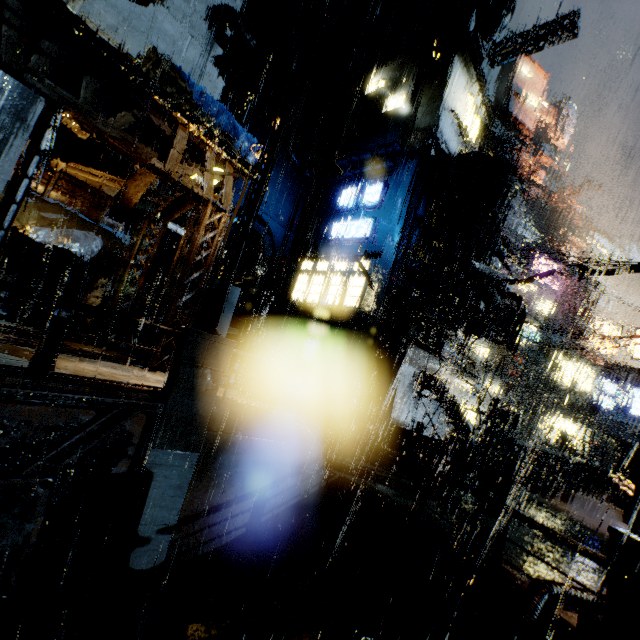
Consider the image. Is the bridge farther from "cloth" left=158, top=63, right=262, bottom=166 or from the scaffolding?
"cloth" left=158, top=63, right=262, bottom=166

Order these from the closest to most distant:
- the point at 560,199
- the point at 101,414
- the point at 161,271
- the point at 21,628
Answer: the point at 21,628 < the point at 101,414 < the point at 161,271 < the point at 560,199

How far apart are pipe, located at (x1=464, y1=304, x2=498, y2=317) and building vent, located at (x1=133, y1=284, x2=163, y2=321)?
14.91m

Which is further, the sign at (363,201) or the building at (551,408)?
the building at (551,408)

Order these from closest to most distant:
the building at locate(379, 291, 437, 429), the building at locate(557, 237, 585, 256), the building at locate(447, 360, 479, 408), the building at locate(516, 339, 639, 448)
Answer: the building at locate(379, 291, 437, 429) → the building at locate(447, 360, 479, 408) → the building at locate(516, 339, 639, 448) → the building at locate(557, 237, 585, 256)

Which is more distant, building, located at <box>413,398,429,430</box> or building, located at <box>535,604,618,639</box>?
building, located at <box>413,398,429,430</box>

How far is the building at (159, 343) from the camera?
9.99m

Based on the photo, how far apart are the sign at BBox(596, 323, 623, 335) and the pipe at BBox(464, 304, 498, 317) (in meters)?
23.73
